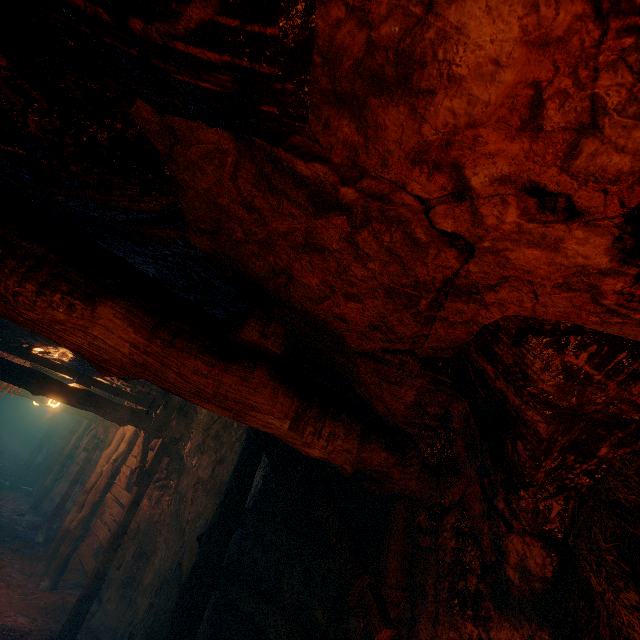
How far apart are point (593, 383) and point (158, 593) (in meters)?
6.84
